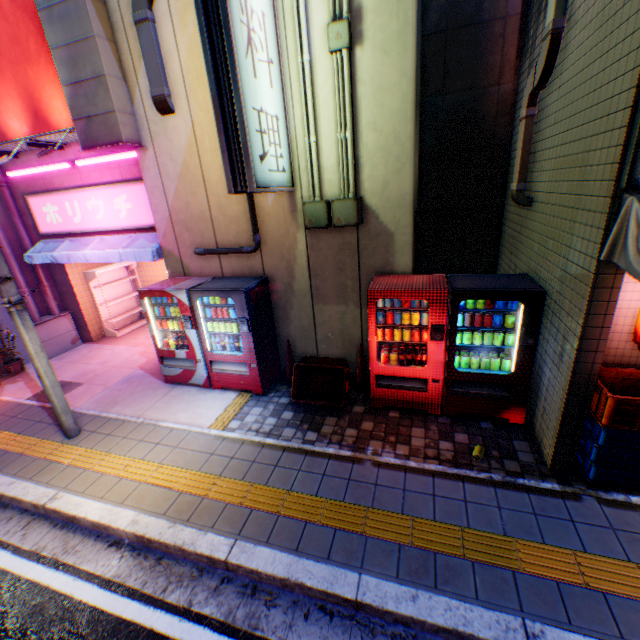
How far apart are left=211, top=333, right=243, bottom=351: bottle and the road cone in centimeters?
207cm

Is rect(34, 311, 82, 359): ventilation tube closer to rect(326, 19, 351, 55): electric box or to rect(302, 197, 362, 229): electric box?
rect(302, 197, 362, 229): electric box

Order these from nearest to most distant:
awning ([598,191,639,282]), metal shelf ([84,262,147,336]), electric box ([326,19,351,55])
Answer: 1. awning ([598,191,639,282])
2. electric box ([326,19,351,55])
3. metal shelf ([84,262,147,336])

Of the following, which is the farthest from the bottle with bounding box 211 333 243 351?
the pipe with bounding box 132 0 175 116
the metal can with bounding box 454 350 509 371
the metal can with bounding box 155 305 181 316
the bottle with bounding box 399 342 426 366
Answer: the metal can with bounding box 454 350 509 371

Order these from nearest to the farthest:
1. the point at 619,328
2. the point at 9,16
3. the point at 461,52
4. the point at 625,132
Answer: the point at 625,132 → the point at 619,328 → the point at 9,16 → the point at 461,52

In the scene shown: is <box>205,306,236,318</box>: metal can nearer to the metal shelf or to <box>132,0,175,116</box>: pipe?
<box>132,0,175,116</box>: pipe

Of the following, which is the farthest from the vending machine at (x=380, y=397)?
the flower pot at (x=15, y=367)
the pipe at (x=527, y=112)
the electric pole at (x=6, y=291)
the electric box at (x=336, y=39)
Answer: the flower pot at (x=15, y=367)

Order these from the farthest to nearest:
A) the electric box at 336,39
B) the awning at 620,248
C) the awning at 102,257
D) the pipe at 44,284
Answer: the pipe at 44,284
the awning at 102,257
the electric box at 336,39
the awning at 620,248
